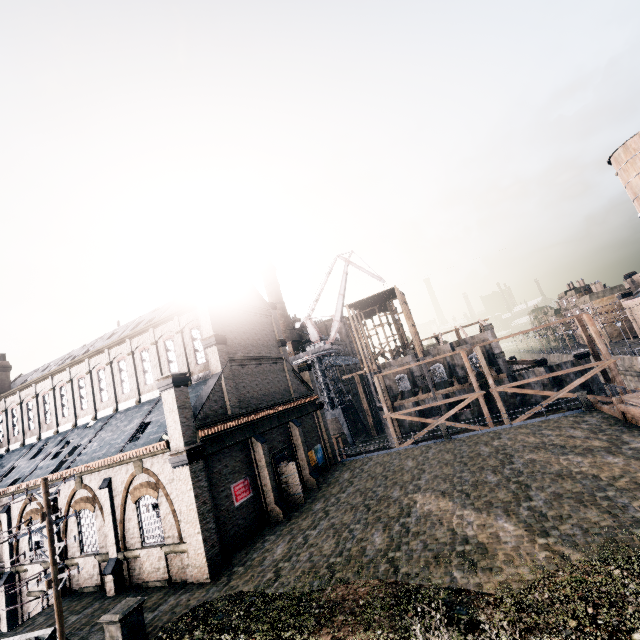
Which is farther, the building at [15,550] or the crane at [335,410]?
the crane at [335,410]

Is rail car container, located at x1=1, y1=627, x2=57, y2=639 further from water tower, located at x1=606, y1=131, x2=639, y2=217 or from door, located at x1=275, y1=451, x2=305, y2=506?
water tower, located at x1=606, y1=131, x2=639, y2=217

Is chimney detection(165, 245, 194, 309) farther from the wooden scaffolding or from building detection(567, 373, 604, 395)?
the wooden scaffolding

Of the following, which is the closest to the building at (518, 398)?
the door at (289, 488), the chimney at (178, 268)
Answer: the door at (289, 488)

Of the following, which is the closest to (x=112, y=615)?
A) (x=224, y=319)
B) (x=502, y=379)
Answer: (x=224, y=319)

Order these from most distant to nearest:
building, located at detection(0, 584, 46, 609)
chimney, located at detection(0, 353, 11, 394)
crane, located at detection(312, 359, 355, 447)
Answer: crane, located at detection(312, 359, 355, 447)
chimney, located at detection(0, 353, 11, 394)
building, located at detection(0, 584, 46, 609)

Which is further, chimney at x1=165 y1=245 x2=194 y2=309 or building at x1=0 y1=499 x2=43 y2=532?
chimney at x1=165 y1=245 x2=194 y2=309

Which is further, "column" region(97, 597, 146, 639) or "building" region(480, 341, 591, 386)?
"building" region(480, 341, 591, 386)
